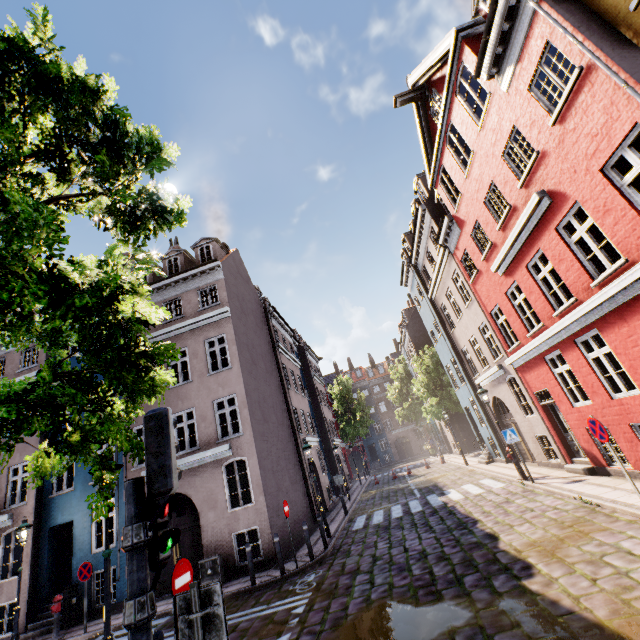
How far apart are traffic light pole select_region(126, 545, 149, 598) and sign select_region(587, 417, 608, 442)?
8.51m

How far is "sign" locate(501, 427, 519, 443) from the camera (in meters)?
12.07

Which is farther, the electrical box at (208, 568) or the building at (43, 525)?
the building at (43, 525)

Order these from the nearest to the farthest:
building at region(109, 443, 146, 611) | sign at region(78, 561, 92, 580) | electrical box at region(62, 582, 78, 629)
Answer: sign at region(78, 561, 92, 580) < electrical box at region(62, 582, 78, 629) < building at region(109, 443, 146, 611)

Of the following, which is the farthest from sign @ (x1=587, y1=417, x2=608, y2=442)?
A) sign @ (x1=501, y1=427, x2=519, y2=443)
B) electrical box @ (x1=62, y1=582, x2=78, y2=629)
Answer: electrical box @ (x1=62, y1=582, x2=78, y2=629)

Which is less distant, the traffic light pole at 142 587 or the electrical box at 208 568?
the traffic light pole at 142 587

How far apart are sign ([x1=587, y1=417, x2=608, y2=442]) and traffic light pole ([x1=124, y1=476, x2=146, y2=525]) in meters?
8.5

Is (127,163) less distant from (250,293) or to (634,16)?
(634,16)
